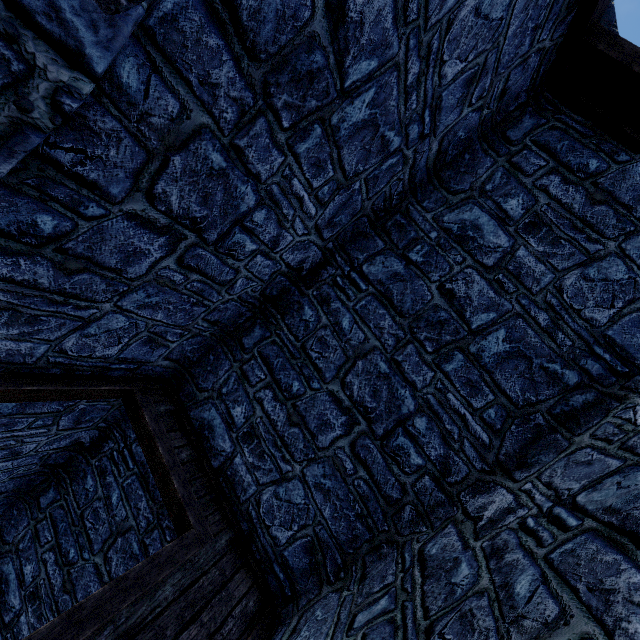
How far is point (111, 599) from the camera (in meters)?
2.20
